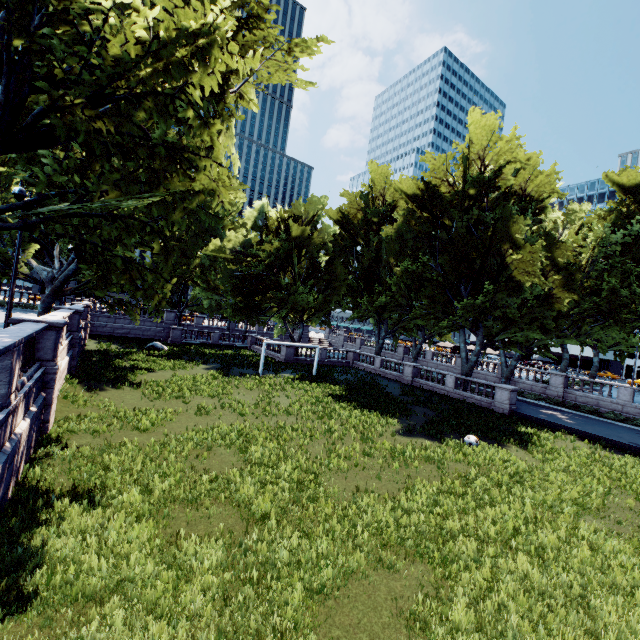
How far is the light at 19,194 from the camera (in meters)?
12.77

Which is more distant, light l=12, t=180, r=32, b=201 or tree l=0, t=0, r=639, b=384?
light l=12, t=180, r=32, b=201

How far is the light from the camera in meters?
12.8 m

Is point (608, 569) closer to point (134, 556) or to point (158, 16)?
point (134, 556)

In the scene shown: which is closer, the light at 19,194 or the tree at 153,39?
the tree at 153,39
